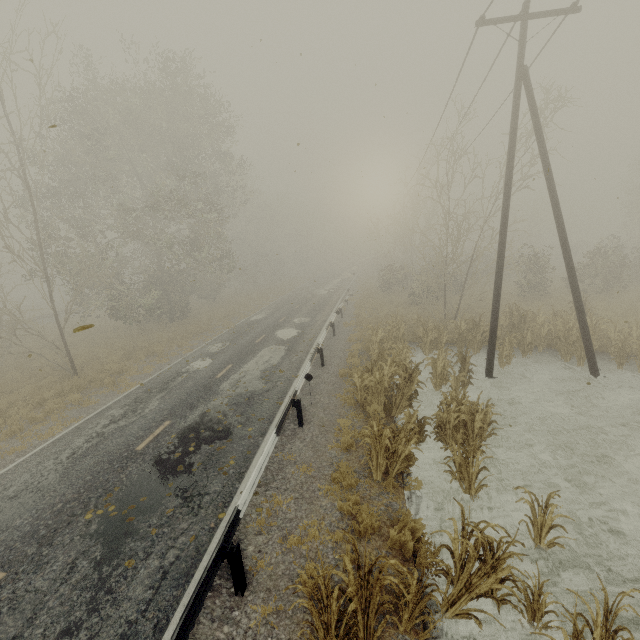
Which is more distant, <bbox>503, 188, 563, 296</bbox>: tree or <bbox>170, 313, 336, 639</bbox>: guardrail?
<bbox>503, 188, 563, 296</bbox>: tree

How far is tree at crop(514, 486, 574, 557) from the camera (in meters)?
5.67

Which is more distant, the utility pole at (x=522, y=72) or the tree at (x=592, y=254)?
the tree at (x=592, y=254)

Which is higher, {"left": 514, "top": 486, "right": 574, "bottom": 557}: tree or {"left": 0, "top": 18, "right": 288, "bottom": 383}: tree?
{"left": 0, "top": 18, "right": 288, "bottom": 383}: tree

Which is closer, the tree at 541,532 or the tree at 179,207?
the tree at 541,532

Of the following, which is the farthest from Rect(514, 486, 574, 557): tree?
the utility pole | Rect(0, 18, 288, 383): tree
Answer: Rect(0, 18, 288, 383): tree

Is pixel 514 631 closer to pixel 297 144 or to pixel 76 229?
pixel 297 144

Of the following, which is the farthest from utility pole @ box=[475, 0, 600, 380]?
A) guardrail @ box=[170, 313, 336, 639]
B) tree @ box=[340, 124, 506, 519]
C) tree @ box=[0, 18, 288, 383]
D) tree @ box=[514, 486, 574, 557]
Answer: tree @ box=[0, 18, 288, 383]
